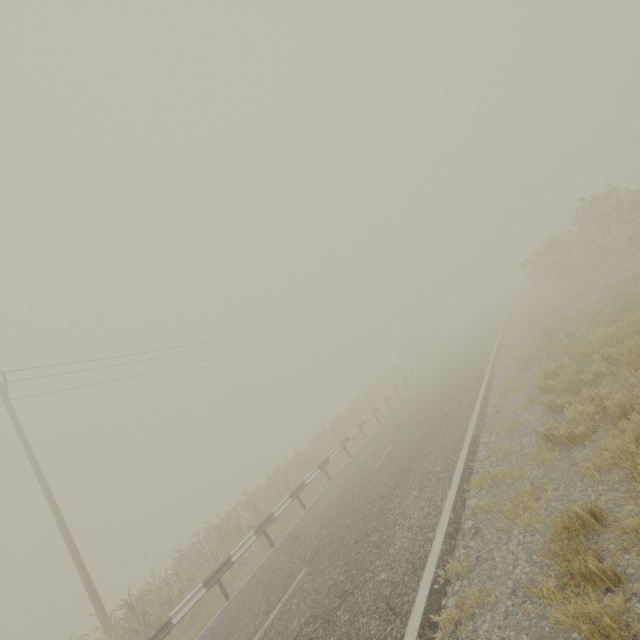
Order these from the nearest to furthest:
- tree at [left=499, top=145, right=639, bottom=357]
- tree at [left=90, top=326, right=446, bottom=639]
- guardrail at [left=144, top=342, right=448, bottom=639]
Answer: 1. guardrail at [left=144, top=342, right=448, bottom=639]
2. tree at [left=90, top=326, right=446, bottom=639]
3. tree at [left=499, top=145, right=639, bottom=357]

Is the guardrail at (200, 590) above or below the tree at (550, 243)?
below

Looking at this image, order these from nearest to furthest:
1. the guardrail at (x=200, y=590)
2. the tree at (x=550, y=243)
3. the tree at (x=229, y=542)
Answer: the guardrail at (x=200, y=590) → the tree at (x=229, y=542) → the tree at (x=550, y=243)

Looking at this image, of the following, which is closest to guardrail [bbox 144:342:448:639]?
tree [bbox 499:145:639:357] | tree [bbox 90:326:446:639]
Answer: tree [bbox 499:145:639:357]

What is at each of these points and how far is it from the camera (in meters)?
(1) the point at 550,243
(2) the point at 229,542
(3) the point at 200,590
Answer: (1) tree, 18.25
(2) tree, 13.11
(3) guardrail, 8.90

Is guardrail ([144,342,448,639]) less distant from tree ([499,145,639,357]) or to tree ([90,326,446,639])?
tree ([499,145,639,357])
